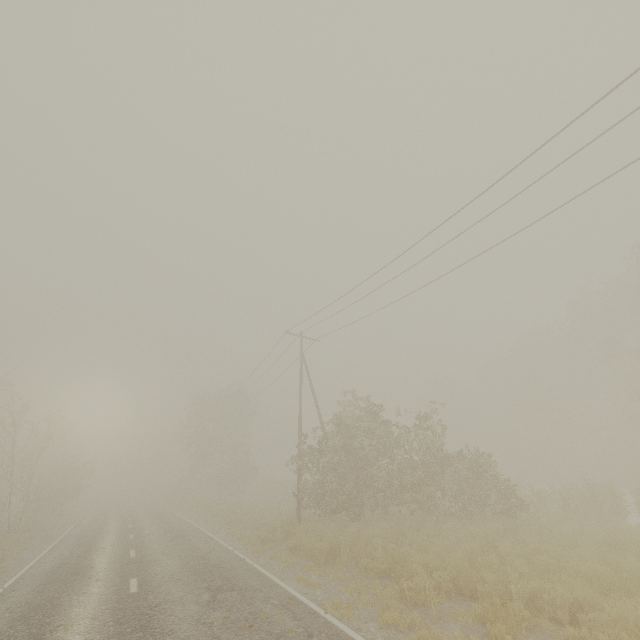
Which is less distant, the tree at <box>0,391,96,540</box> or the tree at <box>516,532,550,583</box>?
the tree at <box>516,532,550,583</box>

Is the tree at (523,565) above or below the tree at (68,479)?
below

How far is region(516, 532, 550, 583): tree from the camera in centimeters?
758cm

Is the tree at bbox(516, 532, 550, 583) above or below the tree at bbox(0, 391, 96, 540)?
below

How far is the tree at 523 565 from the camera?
7.6m

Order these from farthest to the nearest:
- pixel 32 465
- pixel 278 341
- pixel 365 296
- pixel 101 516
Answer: pixel 101 516 → pixel 278 341 → pixel 32 465 → pixel 365 296
